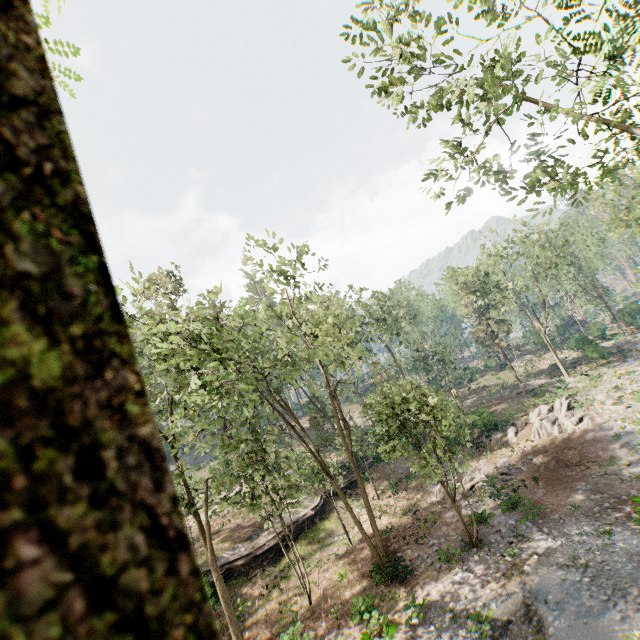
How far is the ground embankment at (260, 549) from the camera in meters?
23.3 m

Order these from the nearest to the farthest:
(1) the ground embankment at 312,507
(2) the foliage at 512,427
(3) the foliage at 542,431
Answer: (3) the foliage at 542,431 < (1) the ground embankment at 312,507 < (2) the foliage at 512,427

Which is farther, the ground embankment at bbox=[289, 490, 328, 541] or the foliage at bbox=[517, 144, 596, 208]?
the ground embankment at bbox=[289, 490, 328, 541]

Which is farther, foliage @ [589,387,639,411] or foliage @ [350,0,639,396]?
foliage @ [589,387,639,411]

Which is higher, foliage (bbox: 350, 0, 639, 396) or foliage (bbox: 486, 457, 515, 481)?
foliage (bbox: 350, 0, 639, 396)

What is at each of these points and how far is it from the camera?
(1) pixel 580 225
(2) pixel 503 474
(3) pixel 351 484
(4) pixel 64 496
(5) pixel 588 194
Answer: (1) foliage, 45.1 meters
(2) foliage, 23.0 meters
(3) ground embankment, 30.5 meters
(4) foliage, 0.1 meters
(5) foliage, 11.1 meters

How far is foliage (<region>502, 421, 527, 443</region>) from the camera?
28.0m
